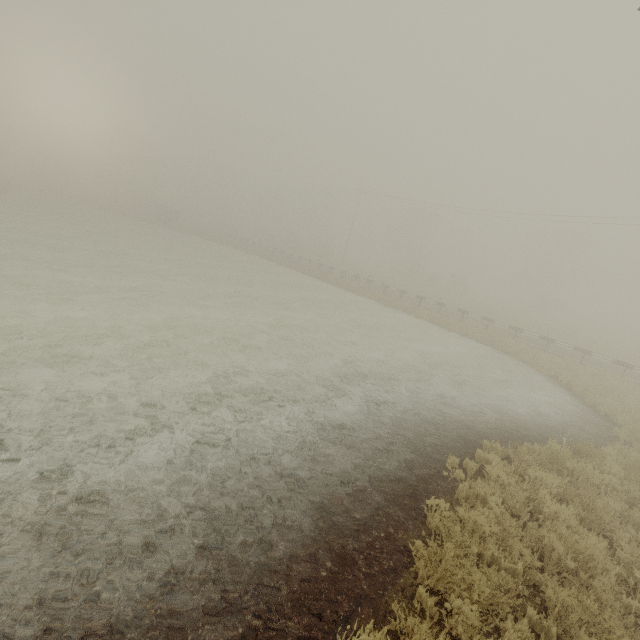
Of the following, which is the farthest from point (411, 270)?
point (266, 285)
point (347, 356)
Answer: point (347, 356)
